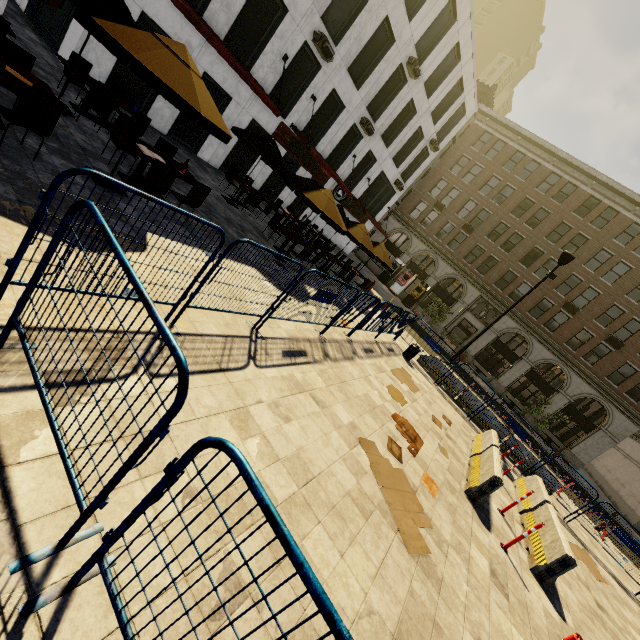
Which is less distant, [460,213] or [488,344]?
[488,344]

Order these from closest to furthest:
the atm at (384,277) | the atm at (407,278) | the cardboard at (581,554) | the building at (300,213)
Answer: the cardboard at (581,554) → the building at (300,213) → the atm at (407,278) → the atm at (384,277)

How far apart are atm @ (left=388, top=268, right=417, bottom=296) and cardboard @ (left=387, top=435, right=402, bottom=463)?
29.63m

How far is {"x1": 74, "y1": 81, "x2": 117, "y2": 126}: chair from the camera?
7.7m

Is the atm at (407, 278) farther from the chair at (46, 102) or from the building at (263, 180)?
the chair at (46, 102)

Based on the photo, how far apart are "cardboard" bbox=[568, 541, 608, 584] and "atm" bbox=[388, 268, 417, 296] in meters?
26.5

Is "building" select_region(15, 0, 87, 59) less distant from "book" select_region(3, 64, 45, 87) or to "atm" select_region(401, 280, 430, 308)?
"book" select_region(3, 64, 45, 87)

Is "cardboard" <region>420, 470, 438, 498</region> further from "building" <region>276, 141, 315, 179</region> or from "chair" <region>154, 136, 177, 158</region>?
"building" <region>276, 141, 315, 179</region>
